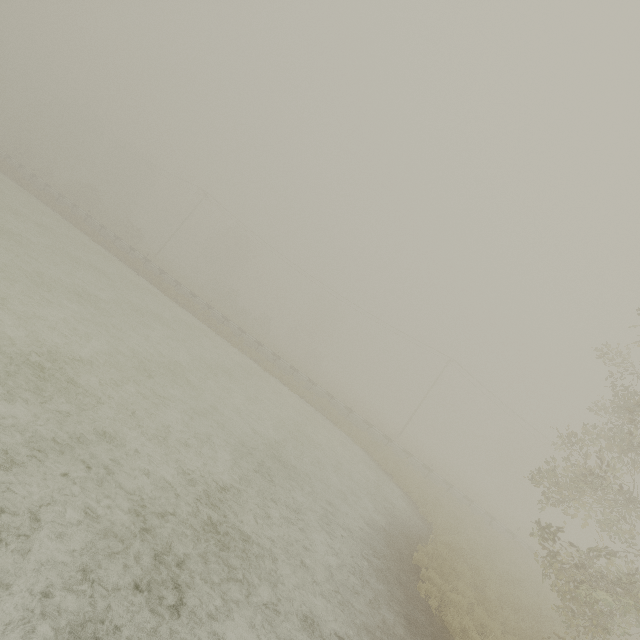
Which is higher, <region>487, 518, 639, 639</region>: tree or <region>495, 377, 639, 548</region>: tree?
<region>495, 377, 639, 548</region>: tree

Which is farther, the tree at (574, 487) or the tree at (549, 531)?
the tree at (574, 487)

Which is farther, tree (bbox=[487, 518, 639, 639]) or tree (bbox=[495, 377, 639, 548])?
tree (bbox=[495, 377, 639, 548])

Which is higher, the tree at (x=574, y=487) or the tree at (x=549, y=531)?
the tree at (x=574, y=487)

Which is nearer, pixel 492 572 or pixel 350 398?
pixel 492 572
